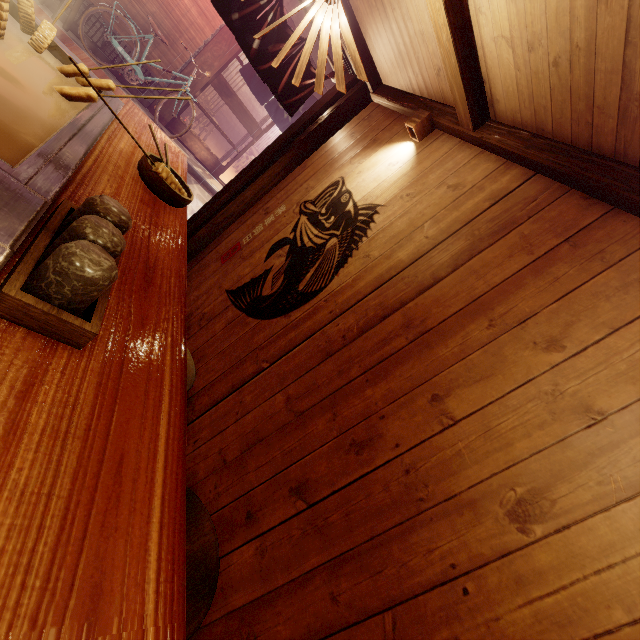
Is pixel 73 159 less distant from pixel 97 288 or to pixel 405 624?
pixel 97 288

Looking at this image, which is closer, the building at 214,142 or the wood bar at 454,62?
the wood bar at 454,62

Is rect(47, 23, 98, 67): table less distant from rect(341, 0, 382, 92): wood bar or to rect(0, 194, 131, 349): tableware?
Result: rect(0, 194, 131, 349): tableware

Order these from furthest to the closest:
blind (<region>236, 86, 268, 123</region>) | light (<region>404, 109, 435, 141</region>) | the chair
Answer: blind (<region>236, 86, 268, 123</region>)
light (<region>404, 109, 435, 141</region>)
the chair

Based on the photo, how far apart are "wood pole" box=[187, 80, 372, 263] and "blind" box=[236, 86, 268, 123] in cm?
2385

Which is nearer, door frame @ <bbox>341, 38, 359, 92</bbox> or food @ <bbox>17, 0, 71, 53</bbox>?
food @ <bbox>17, 0, 71, 53</bbox>

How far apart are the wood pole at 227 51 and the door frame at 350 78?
9.0 meters

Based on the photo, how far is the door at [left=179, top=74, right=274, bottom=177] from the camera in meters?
13.1
